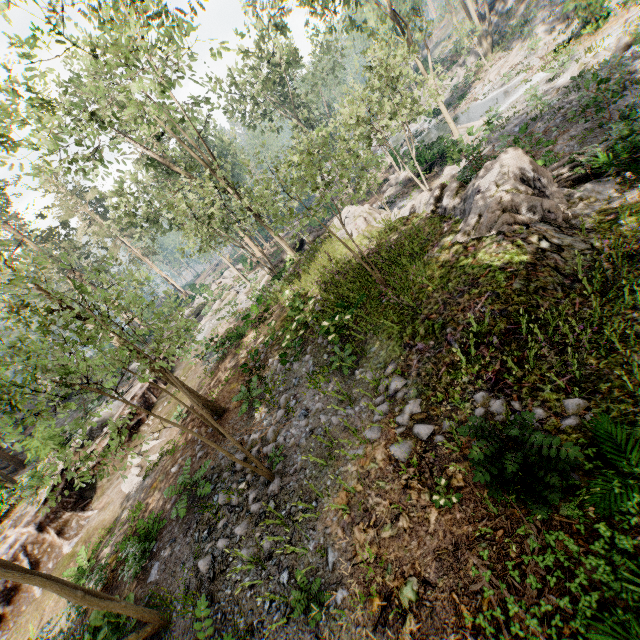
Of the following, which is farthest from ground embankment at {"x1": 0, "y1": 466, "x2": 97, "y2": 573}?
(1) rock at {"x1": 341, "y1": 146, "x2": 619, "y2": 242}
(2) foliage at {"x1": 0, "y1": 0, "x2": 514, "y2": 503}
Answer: (1) rock at {"x1": 341, "y1": 146, "x2": 619, "y2": 242}

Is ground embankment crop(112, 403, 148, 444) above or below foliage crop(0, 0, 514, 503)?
below

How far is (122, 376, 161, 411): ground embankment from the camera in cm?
1961

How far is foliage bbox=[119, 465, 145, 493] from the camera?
12.6 meters

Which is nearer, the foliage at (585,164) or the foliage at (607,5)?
the foliage at (585,164)

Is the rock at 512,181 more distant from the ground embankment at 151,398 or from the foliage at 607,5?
the ground embankment at 151,398

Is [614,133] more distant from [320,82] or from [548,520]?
[320,82]
